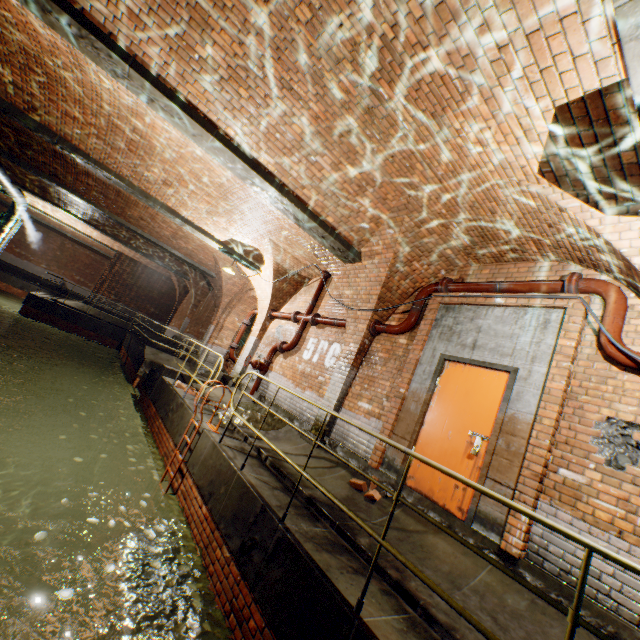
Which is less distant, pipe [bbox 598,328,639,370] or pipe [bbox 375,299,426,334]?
pipe [bbox 598,328,639,370]

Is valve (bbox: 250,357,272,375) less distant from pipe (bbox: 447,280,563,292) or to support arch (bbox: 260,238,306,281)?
support arch (bbox: 260,238,306,281)

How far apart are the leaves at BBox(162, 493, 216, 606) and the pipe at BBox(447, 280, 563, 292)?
5.6m

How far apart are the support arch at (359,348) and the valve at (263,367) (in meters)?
3.01

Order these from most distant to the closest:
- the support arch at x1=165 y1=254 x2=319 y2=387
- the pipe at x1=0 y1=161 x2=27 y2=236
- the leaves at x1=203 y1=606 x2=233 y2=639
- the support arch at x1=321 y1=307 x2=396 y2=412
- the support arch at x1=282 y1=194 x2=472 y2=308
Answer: the pipe at x1=0 y1=161 x2=27 y2=236 → the support arch at x1=165 y1=254 x2=319 y2=387 → the support arch at x1=321 y1=307 x2=396 y2=412 → the support arch at x1=282 y1=194 x2=472 y2=308 → the leaves at x1=203 y1=606 x2=233 y2=639

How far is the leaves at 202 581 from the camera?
3.8m

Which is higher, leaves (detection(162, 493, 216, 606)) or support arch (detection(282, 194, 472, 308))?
support arch (detection(282, 194, 472, 308))

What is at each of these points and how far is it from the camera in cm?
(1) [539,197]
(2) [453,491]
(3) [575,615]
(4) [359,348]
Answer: (1) support arch, 388
(2) door, 447
(3) railing, 172
(4) support arch, 699
